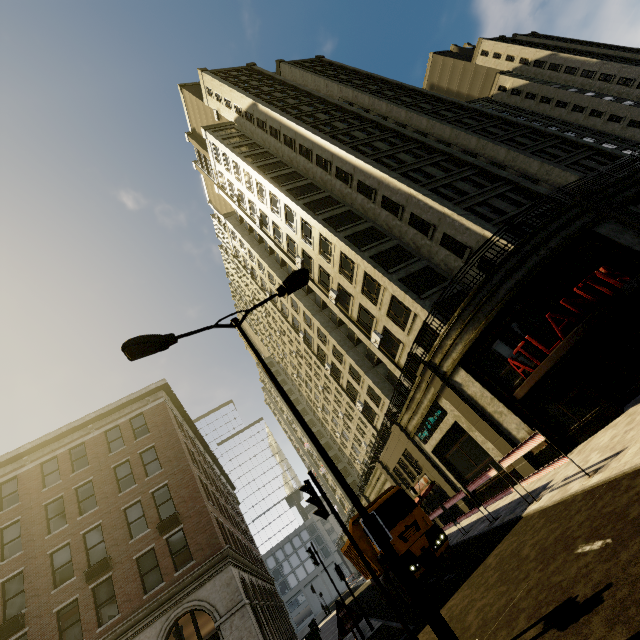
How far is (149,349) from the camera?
7.23m

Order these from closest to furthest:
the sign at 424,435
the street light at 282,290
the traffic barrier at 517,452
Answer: the street light at 282,290, the traffic barrier at 517,452, the sign at 424,435

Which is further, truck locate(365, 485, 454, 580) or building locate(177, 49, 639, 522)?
building locate(177, 49, 639, 522)

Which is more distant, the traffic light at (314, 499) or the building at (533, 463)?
the building at (533, 463)

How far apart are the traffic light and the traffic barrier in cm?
616

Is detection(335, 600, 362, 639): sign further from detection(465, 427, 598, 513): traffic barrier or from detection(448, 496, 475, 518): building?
detection(448, 496, 475, 518): building

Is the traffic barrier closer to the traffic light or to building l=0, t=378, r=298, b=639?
building l=0, t=378, r=298, b=639

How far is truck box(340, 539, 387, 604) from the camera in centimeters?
1566cm
